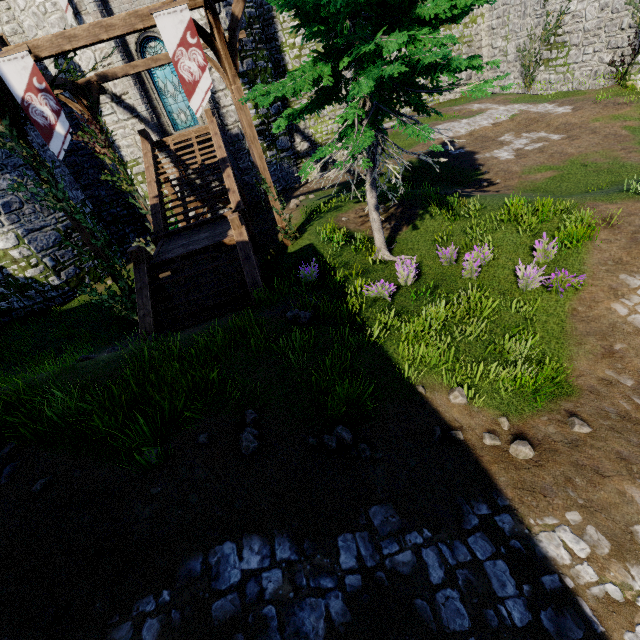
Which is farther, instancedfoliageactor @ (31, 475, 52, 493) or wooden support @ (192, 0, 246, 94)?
wooden support @ (192, 0, 246, 94)

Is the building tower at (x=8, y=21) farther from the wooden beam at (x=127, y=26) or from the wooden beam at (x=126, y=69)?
the wooden beam at (x=127, y=26)

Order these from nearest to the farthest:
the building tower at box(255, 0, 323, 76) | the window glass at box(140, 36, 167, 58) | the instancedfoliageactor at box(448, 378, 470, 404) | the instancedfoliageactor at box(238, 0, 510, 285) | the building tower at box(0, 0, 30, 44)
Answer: the instancedfoliageactor at box(448, 378, 470, 404) → the instancedfoliageactor at box(238, 0, 510, 285) → the window glass at box(140, 36, 167, 58) → the building tower at box(0, 0, 30, 44) → the building tower at box(255, 0, 323, 76)

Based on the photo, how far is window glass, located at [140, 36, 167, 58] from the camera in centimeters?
1484cm

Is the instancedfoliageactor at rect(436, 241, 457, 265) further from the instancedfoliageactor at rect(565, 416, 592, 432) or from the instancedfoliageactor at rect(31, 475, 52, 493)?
the instancedfoliageactor at rect(31, 475, 52, 493)

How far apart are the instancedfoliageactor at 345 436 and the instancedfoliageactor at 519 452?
2.41m

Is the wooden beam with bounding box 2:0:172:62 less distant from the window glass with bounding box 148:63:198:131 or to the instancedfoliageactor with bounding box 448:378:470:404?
the window glass with bounding box 148:63:198:131

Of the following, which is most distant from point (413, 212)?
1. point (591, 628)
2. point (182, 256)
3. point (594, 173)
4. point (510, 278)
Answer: point (591, 628)
